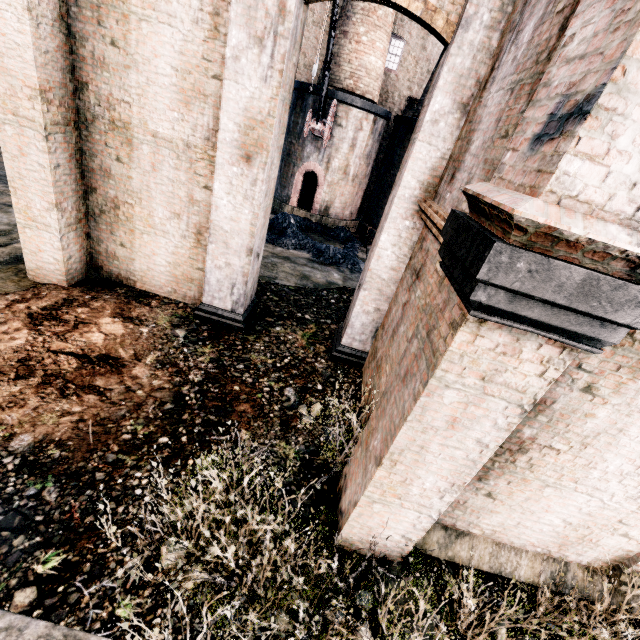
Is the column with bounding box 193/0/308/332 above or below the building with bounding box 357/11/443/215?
below

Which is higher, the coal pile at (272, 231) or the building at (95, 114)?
the building at (95, 114)

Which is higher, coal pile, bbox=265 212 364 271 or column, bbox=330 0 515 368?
column, bbox=330 0 515 368

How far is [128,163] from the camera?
7.9 meters

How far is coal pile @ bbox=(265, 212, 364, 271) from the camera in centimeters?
1634cm

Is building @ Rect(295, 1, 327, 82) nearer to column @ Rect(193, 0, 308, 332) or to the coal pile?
column @ Rect(193, 0, 308, 332)

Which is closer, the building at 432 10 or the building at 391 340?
the building at 391 340

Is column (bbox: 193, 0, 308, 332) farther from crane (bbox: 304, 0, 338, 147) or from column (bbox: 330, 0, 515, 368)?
crane (bbox: 304, 0, 338, 147)
